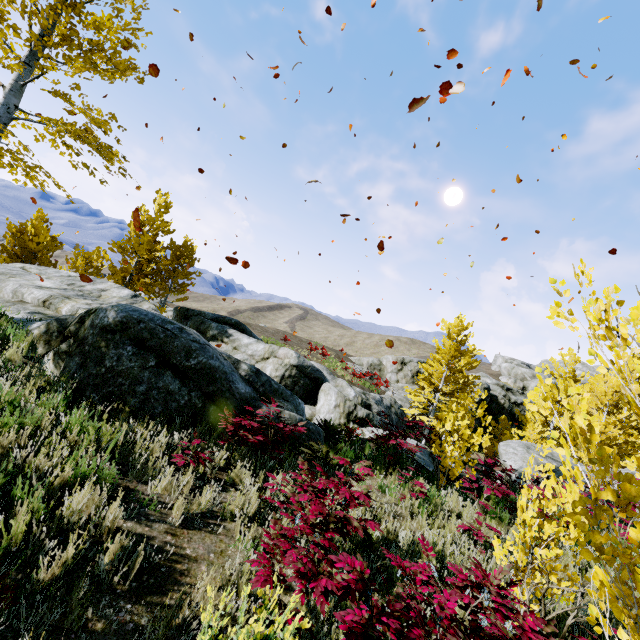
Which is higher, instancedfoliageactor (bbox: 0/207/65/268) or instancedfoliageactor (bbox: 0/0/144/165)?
→ instancedfoliageactor (bbox: 0/0/144/165)

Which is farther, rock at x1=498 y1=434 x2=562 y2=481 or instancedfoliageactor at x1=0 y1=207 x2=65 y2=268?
instancedfoliageactor at x1=0 y1=207 x2=65 y2=268

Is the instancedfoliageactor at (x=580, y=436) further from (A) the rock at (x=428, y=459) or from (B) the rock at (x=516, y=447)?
(B) the rock at (x=516, y=447)

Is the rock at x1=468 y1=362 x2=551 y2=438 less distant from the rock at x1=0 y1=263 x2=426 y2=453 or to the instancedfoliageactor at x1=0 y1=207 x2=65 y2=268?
the rock at x1=0 y1=263 x2=426 y2=453

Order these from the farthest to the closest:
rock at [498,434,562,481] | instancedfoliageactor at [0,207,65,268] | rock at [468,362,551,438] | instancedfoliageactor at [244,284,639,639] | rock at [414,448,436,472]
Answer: rock at [468,362,551,438] → instancedfoliageactor at [0,207,65,268] → rock at [498,434,562,481] → rock at [414,448,436,472] → instancedfoliageactor at [244,284,639,639]

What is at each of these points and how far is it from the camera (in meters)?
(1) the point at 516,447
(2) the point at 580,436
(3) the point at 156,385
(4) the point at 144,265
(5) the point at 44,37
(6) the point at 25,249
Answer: (1) rock, 11.84
(2) instancedfoliageactor, 2.04
(3) rock, 5.90
(4) instancedfoliageactor, 20.06
(5) instancedfoliageactor, 6.38
(6) instancedfoliageactor, 14.47

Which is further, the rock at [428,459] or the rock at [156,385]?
the rock at [428,459]
